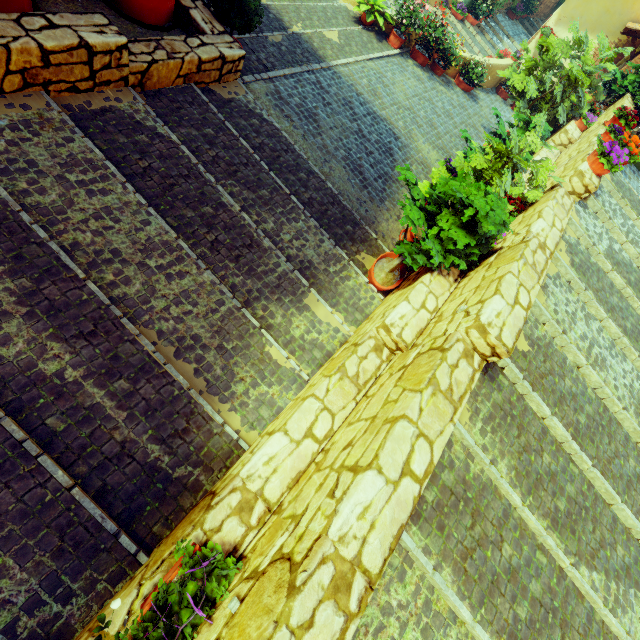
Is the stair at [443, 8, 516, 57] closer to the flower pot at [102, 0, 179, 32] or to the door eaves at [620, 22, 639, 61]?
the flower pot at [102, 0, 179, 32]

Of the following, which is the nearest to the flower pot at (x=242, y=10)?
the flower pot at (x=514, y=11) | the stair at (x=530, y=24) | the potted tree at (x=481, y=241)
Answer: the potted tree at (x=481, y=241)

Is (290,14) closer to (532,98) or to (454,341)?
(532,98)

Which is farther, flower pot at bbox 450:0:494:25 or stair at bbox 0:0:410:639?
flower pot at bbox 450:0:494:25

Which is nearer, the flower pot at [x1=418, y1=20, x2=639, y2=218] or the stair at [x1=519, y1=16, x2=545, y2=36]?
the flower pot at [x1=418, y1=20, x2=639, y2=218]

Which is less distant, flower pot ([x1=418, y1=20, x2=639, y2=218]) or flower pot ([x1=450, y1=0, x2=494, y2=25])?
flower pot ([x1=418, y1=20, x2=639, y2=218])

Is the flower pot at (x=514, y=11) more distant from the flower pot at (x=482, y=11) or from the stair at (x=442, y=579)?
the stair at (x=442, y=579)

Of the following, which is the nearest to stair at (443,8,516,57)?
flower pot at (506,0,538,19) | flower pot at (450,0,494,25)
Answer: flower pot at (450,0,494,25)
